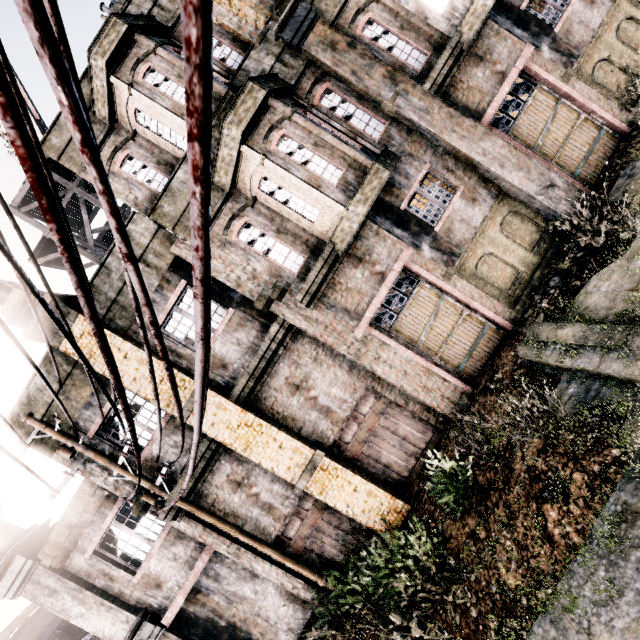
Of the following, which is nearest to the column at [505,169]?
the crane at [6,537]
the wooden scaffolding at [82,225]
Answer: the wooden scaffolding at [82,225]

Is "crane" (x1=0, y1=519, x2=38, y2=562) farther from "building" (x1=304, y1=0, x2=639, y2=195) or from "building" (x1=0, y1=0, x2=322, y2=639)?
"building" (x1=304, y1=0, x2=639, y2=195)

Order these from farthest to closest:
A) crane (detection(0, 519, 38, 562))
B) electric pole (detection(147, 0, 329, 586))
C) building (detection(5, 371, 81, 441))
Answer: crane (detection(0, 519, 38, 562))
building (detection(5, 371, 81, 441))
electric pole (detection(147, 0, 329, 586))

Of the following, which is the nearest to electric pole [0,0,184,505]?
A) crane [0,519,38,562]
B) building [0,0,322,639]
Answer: building [0,0,322,639]

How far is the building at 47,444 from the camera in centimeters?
870cm

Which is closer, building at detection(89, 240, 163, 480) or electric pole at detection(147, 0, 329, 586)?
electric pole at detection(147, 0, 329, 586)

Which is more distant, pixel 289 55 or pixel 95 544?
pixel 95 544
